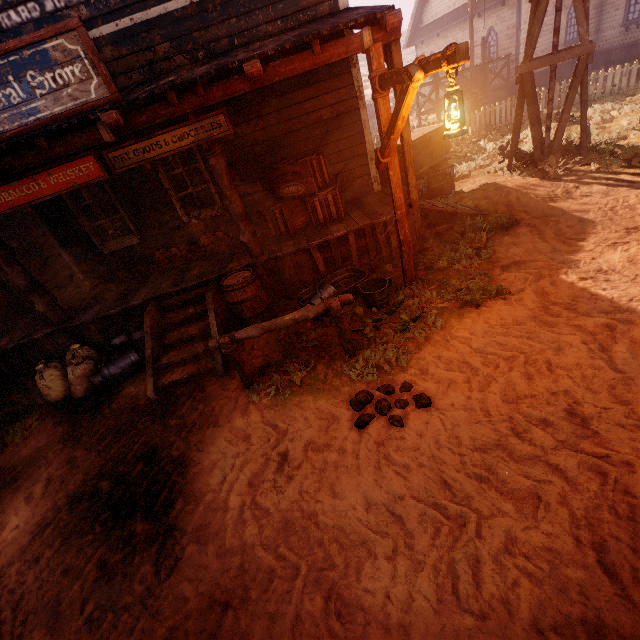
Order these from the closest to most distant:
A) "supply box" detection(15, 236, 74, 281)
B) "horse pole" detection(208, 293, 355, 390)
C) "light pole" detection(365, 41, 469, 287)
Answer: "light pole" detection(365, 41, 469, 287) → "horse pole" detection(208, 293, 355, 390) → "supply box" detection(15, 236, 74, 281)

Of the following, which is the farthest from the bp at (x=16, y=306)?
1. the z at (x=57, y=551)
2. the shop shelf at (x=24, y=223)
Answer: the shop shelf at (x=24, y=223)

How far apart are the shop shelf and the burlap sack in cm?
569

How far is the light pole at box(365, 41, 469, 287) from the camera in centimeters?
296cm

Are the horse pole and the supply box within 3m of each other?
no

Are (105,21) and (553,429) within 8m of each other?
no

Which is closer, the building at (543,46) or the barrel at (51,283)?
the barrel at (51,283)

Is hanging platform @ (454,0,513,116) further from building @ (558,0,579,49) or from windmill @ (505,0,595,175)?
windmill @ (505,0,595,175)
